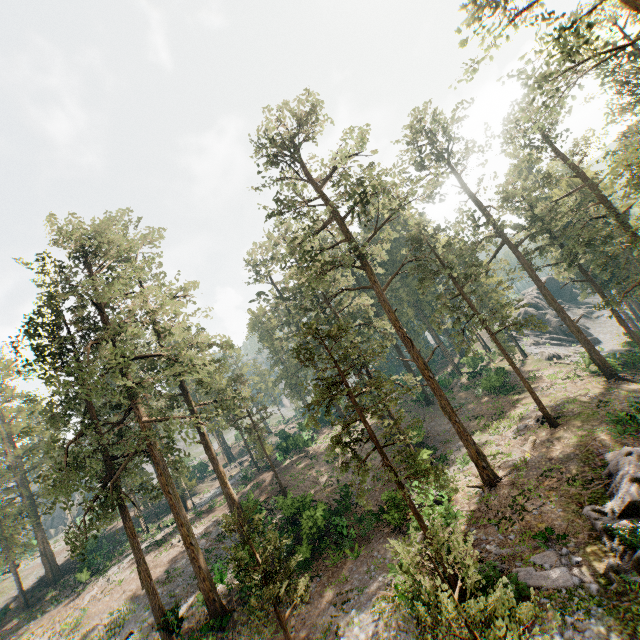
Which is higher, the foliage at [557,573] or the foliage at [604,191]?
the foliage at [604,191]

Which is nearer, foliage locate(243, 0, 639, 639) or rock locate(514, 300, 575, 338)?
foliage locate(243, 0, 639, 639)

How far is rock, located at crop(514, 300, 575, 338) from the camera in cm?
5191

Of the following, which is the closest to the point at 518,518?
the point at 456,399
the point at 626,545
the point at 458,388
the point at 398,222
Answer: the point at 626,545

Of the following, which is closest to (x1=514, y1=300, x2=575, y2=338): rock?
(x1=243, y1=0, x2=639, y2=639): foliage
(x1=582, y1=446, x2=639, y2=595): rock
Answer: (x1=243, y1=0, x2=639, y2=639): foliage

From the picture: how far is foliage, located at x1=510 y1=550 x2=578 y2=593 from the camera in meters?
12.3

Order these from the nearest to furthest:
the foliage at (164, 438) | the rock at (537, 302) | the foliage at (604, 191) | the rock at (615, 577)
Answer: the rock at (615, 577) → the foliage at (604, 191) → the foliage at (164, 438) → the rock at (537, 302)

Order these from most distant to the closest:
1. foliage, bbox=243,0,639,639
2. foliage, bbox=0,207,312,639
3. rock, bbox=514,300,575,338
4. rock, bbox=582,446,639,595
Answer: rock, bbox=514,300,575,338 → foliage, bbox=0,207,312,639 → foliage, bbox=243,0,639,639 → rock, bbox=582,446,639,595
